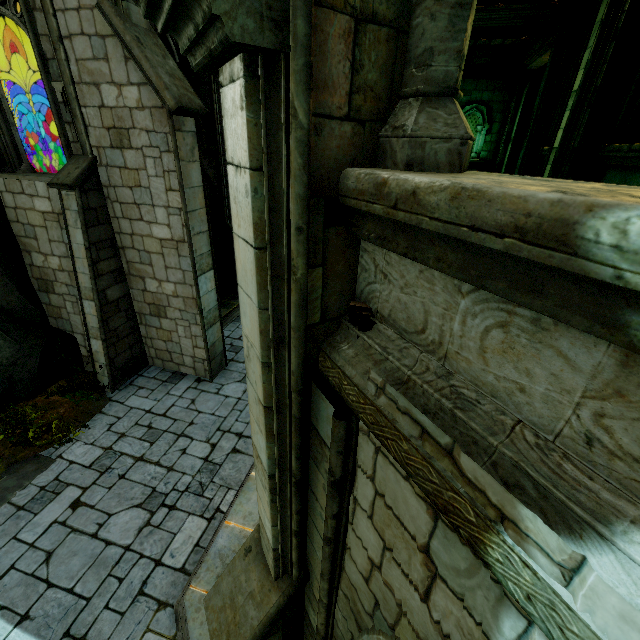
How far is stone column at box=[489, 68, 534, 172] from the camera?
11.6 meters

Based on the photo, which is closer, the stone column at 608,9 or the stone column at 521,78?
the stone column at 608,9

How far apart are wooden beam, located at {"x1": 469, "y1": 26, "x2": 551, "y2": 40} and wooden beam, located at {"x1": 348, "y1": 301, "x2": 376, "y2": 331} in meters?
12.3

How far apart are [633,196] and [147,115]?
9.06m

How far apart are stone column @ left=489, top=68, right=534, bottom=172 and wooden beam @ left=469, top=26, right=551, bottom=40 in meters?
2.3

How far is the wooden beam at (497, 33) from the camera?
9.2m

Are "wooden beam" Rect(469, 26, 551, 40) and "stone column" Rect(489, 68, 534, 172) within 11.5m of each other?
yes

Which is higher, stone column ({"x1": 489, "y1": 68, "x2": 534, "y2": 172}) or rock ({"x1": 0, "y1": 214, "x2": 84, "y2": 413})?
stone column ({"x1": 489, "y1": 68, "x2": 534, "y2": 172})
